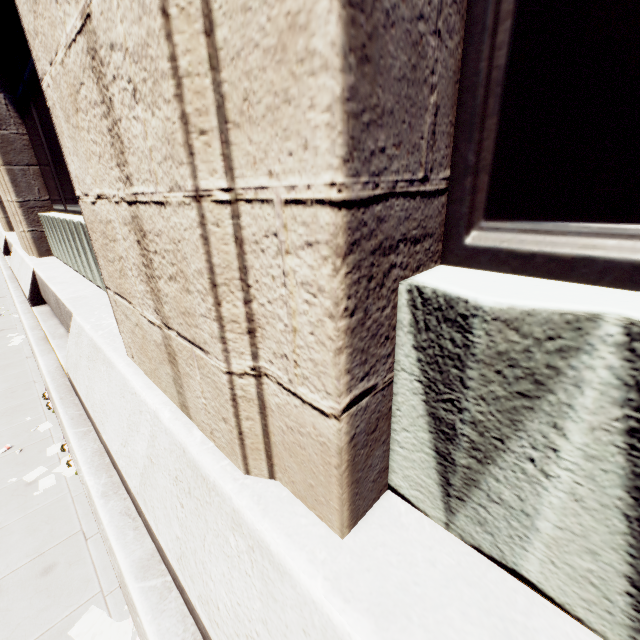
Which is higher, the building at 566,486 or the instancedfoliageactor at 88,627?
the building at 566,486

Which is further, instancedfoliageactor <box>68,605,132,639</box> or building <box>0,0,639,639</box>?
instancedfoliageactor <box>68,605,132,639</box>

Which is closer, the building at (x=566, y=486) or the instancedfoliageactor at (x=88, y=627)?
the building at (x=566, y=486)

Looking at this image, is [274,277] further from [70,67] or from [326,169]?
[70,67]

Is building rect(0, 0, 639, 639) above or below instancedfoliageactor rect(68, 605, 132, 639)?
above
